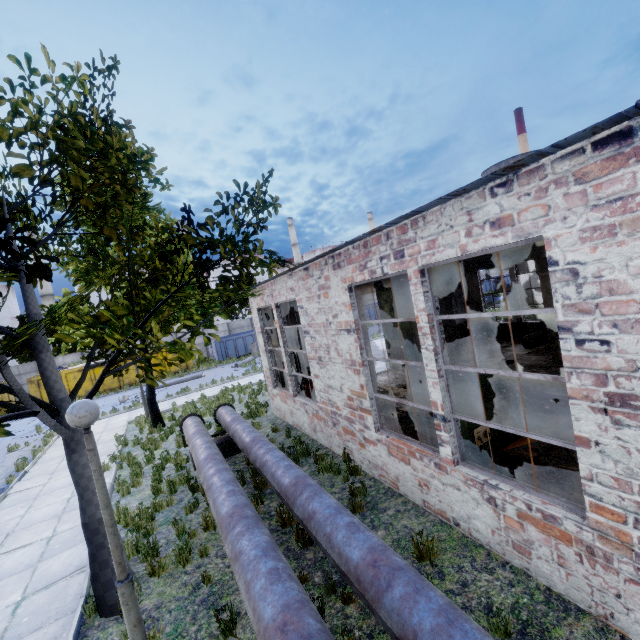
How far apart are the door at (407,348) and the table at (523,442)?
9.5m

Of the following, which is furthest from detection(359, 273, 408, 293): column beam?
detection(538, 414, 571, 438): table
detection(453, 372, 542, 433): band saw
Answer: detection(538, 414, 571, 438): table

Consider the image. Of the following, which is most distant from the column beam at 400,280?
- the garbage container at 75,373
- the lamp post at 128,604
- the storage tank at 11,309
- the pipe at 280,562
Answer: the storage tank at 11,309

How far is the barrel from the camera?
13.71m

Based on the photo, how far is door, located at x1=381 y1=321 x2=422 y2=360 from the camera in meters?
15.9

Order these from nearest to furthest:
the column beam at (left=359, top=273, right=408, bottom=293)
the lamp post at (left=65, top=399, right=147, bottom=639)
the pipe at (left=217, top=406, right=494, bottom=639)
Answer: the pipe at (left=217, top=406, right=494, bottom=639), the lamp post at (left=65, top=399, right=147, bottom=639), the column beam at (left=359, top=273, right=408, bottom=293)

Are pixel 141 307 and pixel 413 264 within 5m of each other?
yes

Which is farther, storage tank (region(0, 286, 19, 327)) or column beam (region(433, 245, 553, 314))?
storage tank (region(0, 286, 19, 327))
